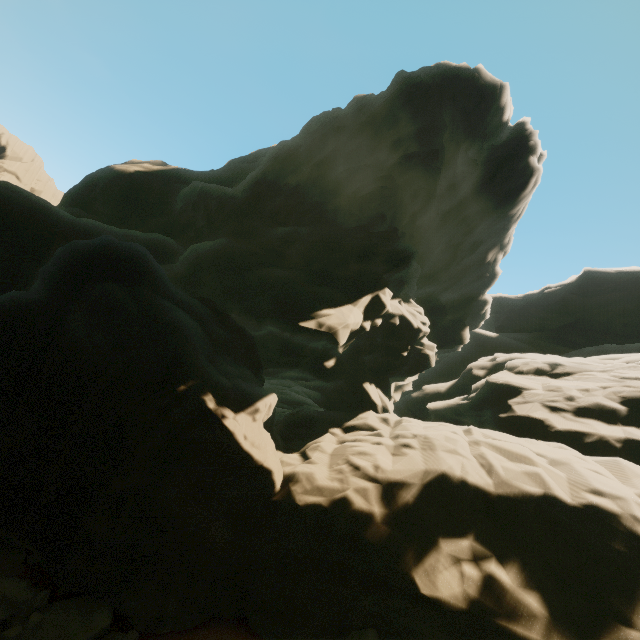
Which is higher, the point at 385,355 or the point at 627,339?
the point at 627,339
